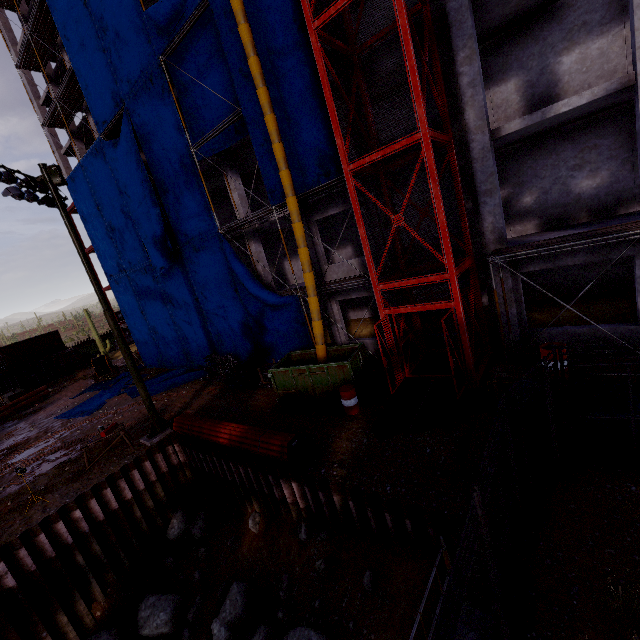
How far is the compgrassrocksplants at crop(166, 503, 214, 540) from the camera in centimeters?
1252cm

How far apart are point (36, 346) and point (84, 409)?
23.2 meters

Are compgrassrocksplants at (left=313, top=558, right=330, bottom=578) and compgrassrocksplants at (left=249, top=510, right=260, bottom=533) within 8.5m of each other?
yes

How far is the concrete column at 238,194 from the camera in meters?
17.3

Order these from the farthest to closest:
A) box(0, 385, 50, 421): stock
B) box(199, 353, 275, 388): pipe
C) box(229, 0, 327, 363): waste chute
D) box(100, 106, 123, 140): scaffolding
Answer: box(0, 385, 50, 421): stock < box(100, 106, 123, 140): scaffolding < box(199, 353, 275, 388): pipe < box(229, 0, 327, 363): waste chute

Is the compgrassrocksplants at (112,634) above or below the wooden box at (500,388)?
below

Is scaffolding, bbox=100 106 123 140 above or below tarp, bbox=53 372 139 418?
above

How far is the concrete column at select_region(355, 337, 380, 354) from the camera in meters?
15.6 m
